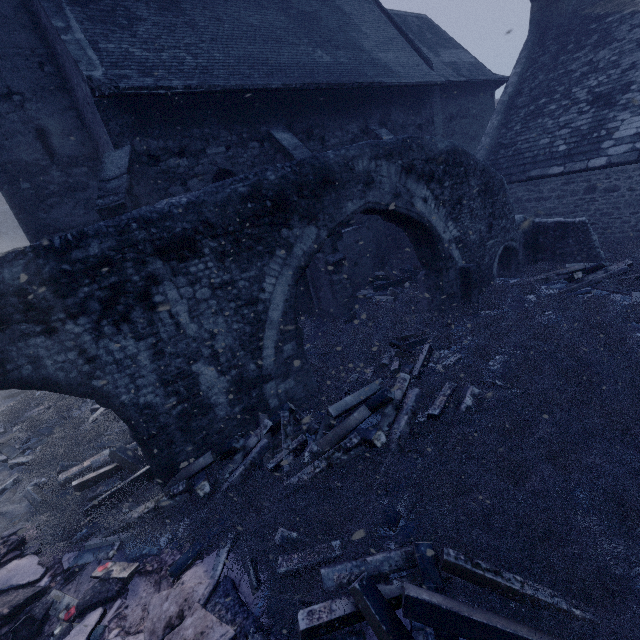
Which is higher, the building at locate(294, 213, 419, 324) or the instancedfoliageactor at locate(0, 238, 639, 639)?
the building at locate(294, 213, 419, 324)

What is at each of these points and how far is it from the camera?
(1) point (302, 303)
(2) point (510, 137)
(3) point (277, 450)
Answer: (1) building, 11.2m
(2) building, 13.2m
(3) instancedfoliageactor, 5.7m

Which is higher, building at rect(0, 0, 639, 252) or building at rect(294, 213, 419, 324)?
building at rect(0, 0, 639, 252)

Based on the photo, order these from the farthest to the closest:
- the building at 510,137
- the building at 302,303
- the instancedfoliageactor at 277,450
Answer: the building at 302,303 → the building at 510,137 → the instancedfoliageactor at 277,450

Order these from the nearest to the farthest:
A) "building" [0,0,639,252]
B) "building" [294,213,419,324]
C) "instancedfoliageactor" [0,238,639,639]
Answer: "instancedfoliageactor" [0,238,639,639] → "building" [0,0,639,252] → "building" [294,213,419,324]

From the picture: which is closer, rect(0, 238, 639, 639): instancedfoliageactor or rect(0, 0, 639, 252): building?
rect(0, 238, 639, 639): instancedfoliageactor

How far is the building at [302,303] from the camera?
10.2 meters

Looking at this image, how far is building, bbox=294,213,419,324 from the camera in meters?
10.2 m
